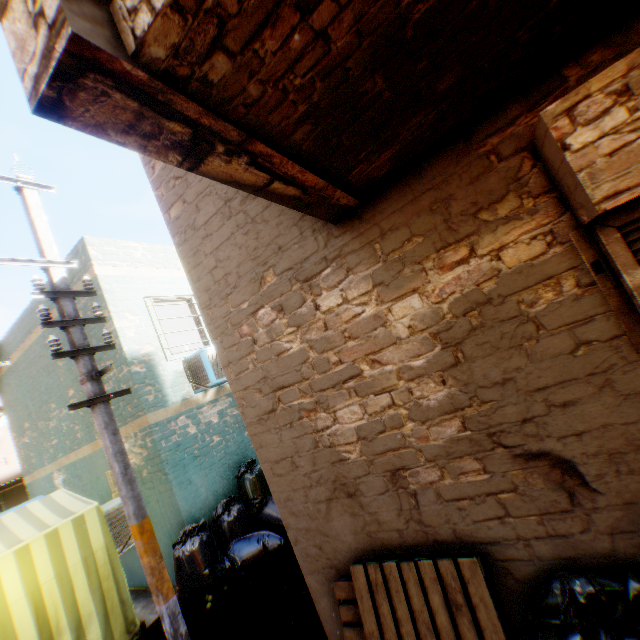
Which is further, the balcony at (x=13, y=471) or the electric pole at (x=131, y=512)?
the balcony at (x=13, y=471)

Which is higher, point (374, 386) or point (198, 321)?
point (198, 321)

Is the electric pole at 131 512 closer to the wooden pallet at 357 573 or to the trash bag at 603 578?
the trash bag at 603 578

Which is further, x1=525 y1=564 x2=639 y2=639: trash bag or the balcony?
the balcony

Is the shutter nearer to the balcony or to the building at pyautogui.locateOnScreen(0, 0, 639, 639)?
the building at pyautogui.locateOnScreen(0, 0, 639, 639)

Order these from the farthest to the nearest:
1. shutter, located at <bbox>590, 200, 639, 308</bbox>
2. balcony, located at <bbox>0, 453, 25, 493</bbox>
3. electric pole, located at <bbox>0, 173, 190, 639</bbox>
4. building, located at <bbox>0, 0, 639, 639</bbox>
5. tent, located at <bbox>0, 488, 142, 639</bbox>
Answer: balcony, located at <bbox>0, 453, 25, 493</bbox> → tent, located at <bbox>0, 488, 142, 639</bbox> → electric pole, located at <bbox>0, 173, 190, 639</bbox> → shutter, located at <bbox>590, 200, 639, 308</bbox> → building, located at <bbox>0, 0, 639, 639</bbox>

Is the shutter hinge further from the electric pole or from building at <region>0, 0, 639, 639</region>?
the electric pole

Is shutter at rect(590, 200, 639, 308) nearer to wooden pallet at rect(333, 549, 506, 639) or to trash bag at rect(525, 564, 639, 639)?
trash bag at rect(525, 564, 639, 639)
